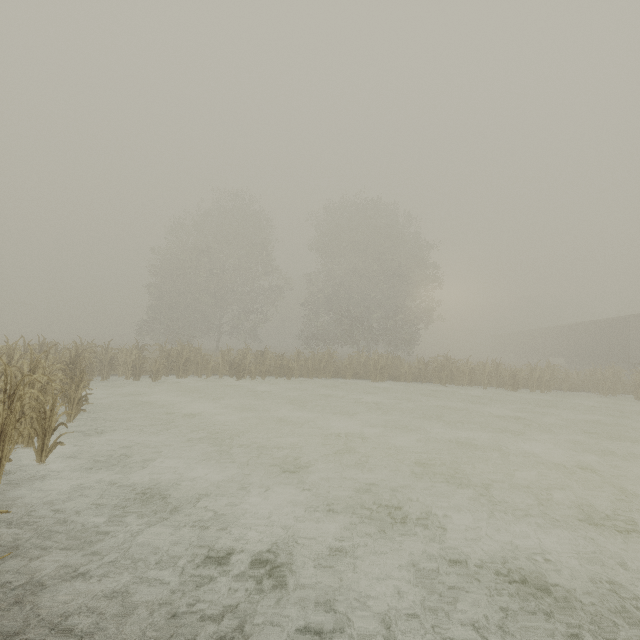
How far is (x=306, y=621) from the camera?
2.96m

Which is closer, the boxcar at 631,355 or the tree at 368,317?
the tree at 368,317

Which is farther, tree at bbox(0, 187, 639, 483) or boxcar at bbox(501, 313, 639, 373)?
boxcar at bbox(501, 313, 639, 373)
